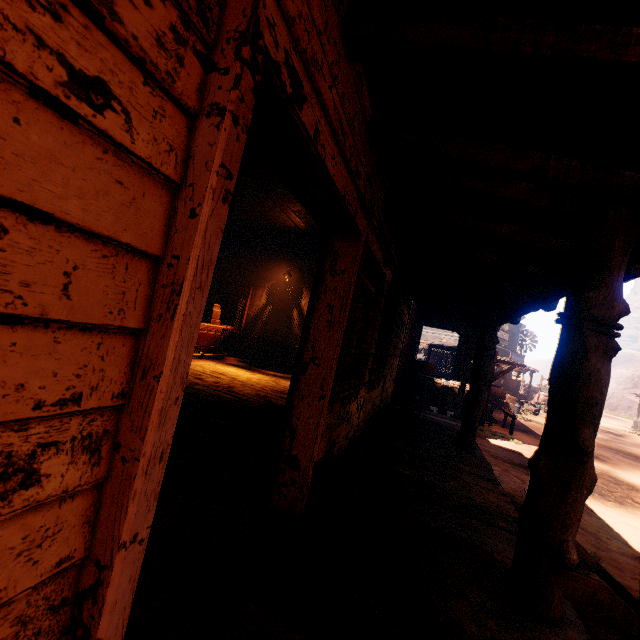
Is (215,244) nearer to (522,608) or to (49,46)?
(49,46)

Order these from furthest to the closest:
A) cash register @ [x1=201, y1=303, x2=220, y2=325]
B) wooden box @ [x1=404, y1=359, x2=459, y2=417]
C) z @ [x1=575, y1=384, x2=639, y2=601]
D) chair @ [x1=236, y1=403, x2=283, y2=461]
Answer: wooden box @ [x1=404, y1=359, x2=459, y2=417], cash register @ [x1=201, y1=303, x2=220, y2=325], z @ [x1=575, y1=384, x2=639, y2=601], chair @ [x1=236, y1=403, x2=283, y2=461]

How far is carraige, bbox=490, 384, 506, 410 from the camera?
21.02m

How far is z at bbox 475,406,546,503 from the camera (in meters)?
7.48

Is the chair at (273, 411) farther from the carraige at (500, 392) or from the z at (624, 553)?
the carraige at (500, 392)

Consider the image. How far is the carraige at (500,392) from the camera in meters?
21.0

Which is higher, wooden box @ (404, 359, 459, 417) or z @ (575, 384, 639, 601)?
wooden box @ (404, 359, 459, 417)

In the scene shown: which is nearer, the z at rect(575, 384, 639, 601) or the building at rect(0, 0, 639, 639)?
the building at rect(0, 0, 639, 639)
